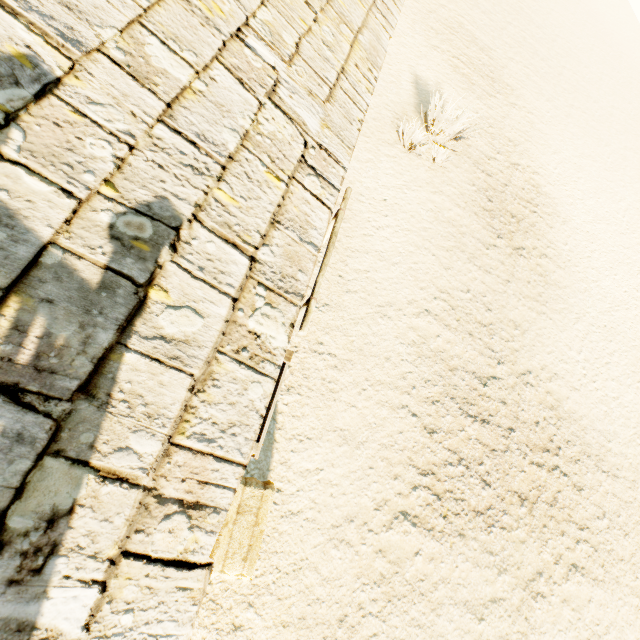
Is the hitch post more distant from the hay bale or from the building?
the hay bale

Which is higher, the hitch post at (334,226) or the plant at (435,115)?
the hitch post at (334,226)

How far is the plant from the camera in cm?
816

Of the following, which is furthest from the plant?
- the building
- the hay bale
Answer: the hay bale

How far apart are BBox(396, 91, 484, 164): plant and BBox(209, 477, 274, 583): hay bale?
9.2 meters

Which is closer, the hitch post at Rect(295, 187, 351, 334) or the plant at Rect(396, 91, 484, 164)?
the hitch post at Rect(295, 187, 351, 334)

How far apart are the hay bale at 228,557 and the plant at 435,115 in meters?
9.2 m

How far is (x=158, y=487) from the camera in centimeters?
107cm
